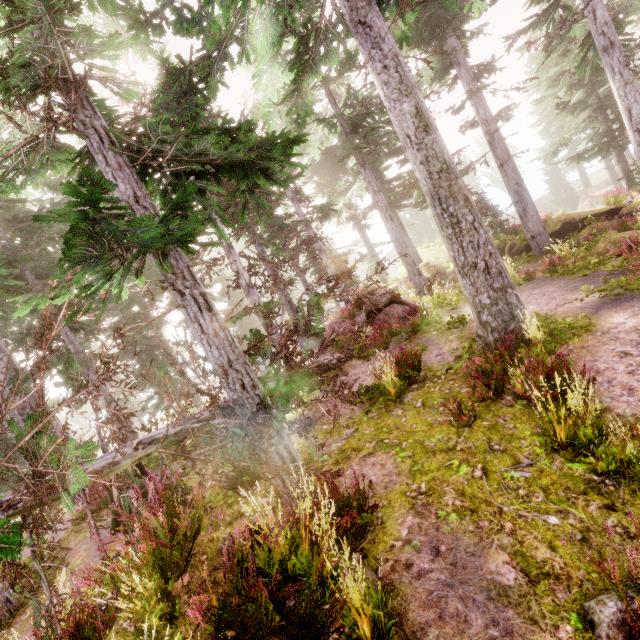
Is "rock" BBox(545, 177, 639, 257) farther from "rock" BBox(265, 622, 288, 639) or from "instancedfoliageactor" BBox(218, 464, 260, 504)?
"rock" BBox(265, 622, 288, 639)

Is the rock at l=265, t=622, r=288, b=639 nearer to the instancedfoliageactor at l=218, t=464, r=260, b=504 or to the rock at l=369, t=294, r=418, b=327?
the instancedfoliageactor at l=218, t=464, r=260, b=504

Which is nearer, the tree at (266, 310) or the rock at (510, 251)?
the tree at (266, 310)

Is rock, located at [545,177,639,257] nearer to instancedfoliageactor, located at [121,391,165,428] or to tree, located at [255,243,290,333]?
instancedfoliageactor, located at [121,391,165,428]

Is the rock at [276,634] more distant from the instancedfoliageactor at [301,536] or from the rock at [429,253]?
the rock at [429,253]

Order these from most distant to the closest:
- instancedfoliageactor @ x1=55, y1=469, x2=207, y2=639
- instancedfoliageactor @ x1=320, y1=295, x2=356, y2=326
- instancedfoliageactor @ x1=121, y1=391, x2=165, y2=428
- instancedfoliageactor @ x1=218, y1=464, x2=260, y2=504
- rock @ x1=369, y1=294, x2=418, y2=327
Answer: instancedfoliageactor @ x1=121, y1=391, x2=165, y2=428 → instancedfoliageactor @ x1=320, y1=295, x2=356, y2=326 → rock @ x1=369, y1=294, x2=418, y2=327 → instancedfoliageactor @ x1=218, y1=464, x2=260, y2=504 → instancedfoliageactor @ x1=55, y1=469, x2=207, y2=639

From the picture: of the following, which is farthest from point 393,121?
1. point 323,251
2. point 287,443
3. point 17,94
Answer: point 323,251

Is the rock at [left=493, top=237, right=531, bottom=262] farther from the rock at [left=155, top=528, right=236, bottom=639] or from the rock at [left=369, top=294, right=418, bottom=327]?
the rock at [left=155, top=528, right=236, bottom=639]
